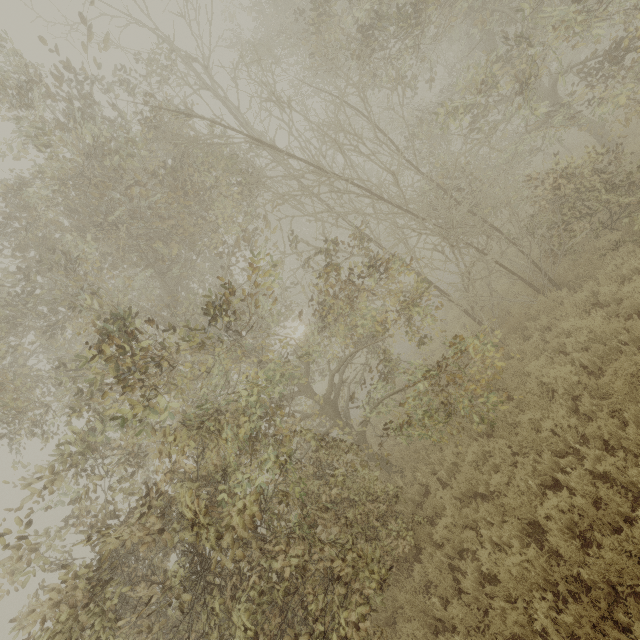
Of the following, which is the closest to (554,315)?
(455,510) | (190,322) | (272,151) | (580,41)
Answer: (455,510)
